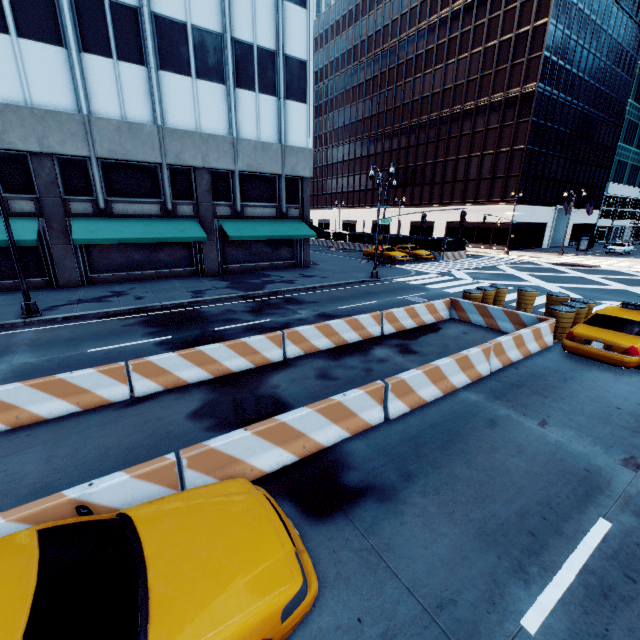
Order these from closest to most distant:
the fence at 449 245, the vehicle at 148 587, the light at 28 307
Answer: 1. the vehicle at 148 587
2. the light at 28 307
3. the fence at 449 245

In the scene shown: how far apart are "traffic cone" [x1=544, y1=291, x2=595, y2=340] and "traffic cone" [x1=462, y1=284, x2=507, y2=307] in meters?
2.7

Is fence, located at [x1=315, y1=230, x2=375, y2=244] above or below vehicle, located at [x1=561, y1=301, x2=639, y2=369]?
above

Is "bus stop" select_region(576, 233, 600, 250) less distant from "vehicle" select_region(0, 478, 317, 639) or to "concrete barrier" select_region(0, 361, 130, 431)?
"concrete barrier" select_region(0, 361, 130, 431)

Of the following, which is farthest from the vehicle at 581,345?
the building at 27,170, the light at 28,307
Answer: the light at 28,307

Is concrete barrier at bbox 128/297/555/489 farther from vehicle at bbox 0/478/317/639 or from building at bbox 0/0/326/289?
building at bbox 0/0/326/289

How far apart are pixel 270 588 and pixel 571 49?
61.60m

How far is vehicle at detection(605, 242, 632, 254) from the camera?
42.2m
